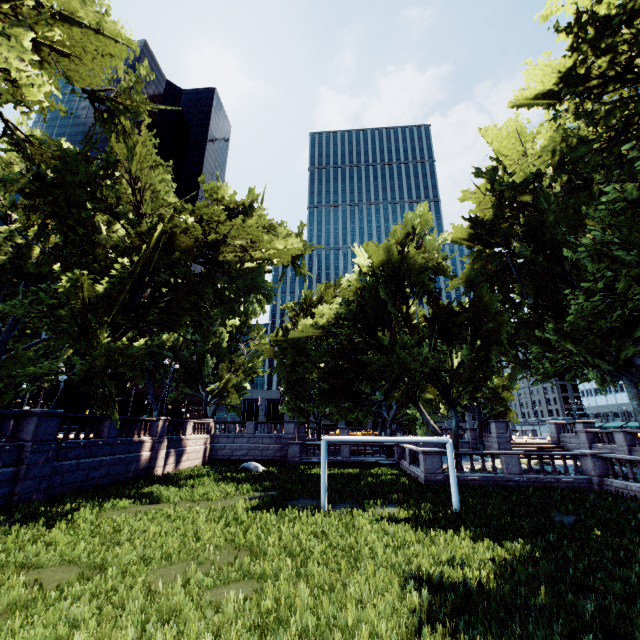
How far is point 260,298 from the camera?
34.62m
